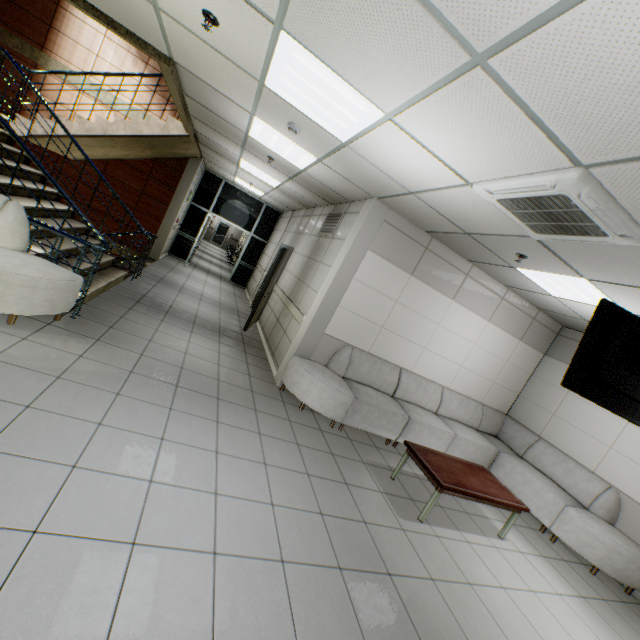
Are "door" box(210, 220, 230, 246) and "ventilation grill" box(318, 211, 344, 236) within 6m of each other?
no

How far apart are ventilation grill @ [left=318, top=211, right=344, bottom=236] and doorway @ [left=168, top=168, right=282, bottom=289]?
5.56m

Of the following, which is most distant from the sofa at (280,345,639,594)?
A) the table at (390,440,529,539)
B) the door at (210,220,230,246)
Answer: the door at (210,220,230,246)

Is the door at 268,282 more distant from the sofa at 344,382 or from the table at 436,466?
the table at 436,466

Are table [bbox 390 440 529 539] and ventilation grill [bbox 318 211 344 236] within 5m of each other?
yes

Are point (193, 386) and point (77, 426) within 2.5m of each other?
yes

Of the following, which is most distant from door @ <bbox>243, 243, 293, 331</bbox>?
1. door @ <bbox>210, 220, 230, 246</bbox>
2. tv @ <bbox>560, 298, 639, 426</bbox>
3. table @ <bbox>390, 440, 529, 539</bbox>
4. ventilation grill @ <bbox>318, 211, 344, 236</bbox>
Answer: door @ <bbox>210, 220, 230, 246</bbox>

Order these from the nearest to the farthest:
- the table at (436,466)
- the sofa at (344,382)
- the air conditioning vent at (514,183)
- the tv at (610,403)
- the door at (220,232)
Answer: the air conditioning vent at (514,183) < the tv at (610,403) < the table at (436,466) < the sofa at (344,382) < the door at (220,232)
